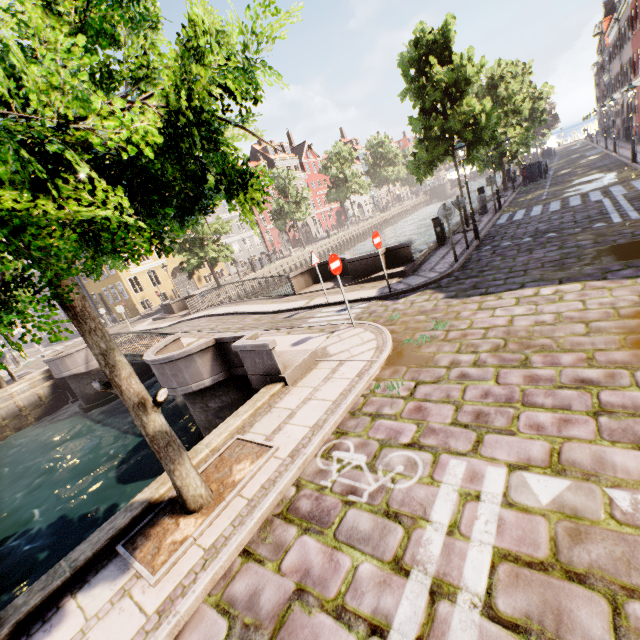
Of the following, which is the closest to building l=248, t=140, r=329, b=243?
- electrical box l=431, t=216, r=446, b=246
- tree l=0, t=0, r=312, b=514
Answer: tree l=0, t=0, r=312, b=514

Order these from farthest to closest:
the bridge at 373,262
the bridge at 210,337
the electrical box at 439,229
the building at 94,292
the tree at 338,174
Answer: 1. the tree at 338,174
2. the building at 94,292
3. the electrical box at 439,229
4. the bridge at 373,262
5. the bridge at 210,337

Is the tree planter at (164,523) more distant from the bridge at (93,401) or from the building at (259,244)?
the building at (259,244)

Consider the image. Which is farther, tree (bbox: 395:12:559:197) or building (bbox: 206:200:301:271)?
building (bbox: 206:200:301:271)

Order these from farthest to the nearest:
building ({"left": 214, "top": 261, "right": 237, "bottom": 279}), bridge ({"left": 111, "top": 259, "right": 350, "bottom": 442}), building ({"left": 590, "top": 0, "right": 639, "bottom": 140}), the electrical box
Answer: building ({"left": 214, "top": 261, "right": 237, "bottom": 279})
building ({"left": 590, "top": 0, "right": 639, "bottom": 140})
the electrical box
bridge ({"left": 111, "top": 259, "right": 350, "bottom": 442})

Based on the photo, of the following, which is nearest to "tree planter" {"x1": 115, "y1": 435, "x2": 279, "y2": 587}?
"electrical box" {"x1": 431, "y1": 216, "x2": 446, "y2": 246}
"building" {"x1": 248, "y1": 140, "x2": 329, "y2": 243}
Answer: "electrical box" {"x1": 431, "y1": 216, "x2": 446, "y2": 246}

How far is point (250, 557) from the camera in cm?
333
